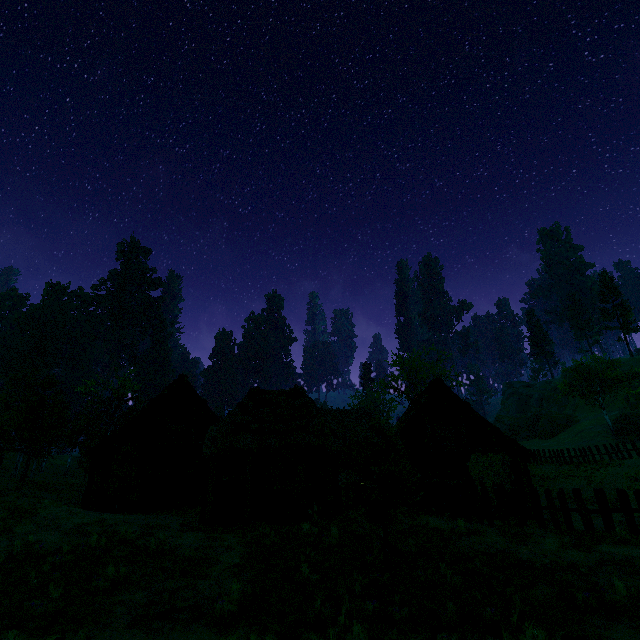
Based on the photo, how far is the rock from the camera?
51.16m

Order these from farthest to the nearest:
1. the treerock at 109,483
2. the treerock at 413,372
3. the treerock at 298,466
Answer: the treerock at 413,372 < the treerock at 109,483 < the treerock at 298,466

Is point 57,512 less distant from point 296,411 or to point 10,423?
point 296,411

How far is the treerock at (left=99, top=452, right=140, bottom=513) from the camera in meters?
16.7 m

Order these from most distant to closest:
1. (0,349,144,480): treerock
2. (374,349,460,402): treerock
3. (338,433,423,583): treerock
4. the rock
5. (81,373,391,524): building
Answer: the rock
(374,349,460,402): treerock
(0,349,144,480): treerock
(81,373,391,524): building
(338,433,423,583): treerock

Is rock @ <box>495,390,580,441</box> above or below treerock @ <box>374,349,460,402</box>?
below

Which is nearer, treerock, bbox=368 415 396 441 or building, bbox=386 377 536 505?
treerock, bbox=368 415 396 441

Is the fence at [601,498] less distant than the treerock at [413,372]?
Yes
